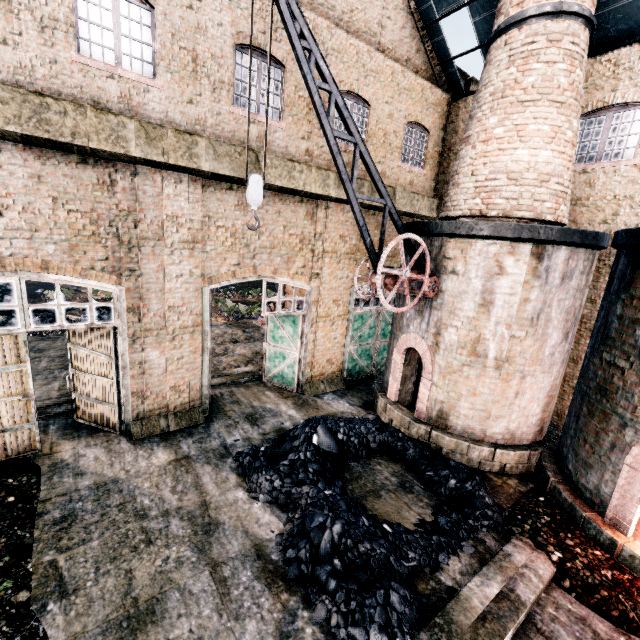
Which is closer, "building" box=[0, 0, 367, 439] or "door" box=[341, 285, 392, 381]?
"building" box=[0, 0, 367, 439]

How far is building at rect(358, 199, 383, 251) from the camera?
13.5 meters

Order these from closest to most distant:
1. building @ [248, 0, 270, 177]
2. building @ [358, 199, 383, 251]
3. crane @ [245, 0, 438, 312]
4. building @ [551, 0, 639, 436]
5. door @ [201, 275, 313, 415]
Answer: crane @ [245, 0, 438, 312]
building @ [248, 0, 270, 177]
building @ [551, 0, 639, 436]
door @ [201, 275, 313, 415]
building @ [358, 199, 383, 251]

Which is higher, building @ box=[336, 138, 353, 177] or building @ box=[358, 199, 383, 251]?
building @ box=[336, 138, 353, 177]

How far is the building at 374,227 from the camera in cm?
1345

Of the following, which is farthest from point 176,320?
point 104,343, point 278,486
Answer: point 278,486

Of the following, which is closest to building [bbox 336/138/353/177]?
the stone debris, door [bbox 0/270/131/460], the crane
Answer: door [bbox 0/270/131/460]

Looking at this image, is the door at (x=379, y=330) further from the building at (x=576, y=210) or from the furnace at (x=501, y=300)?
the furnace at (x=501, y=300)
